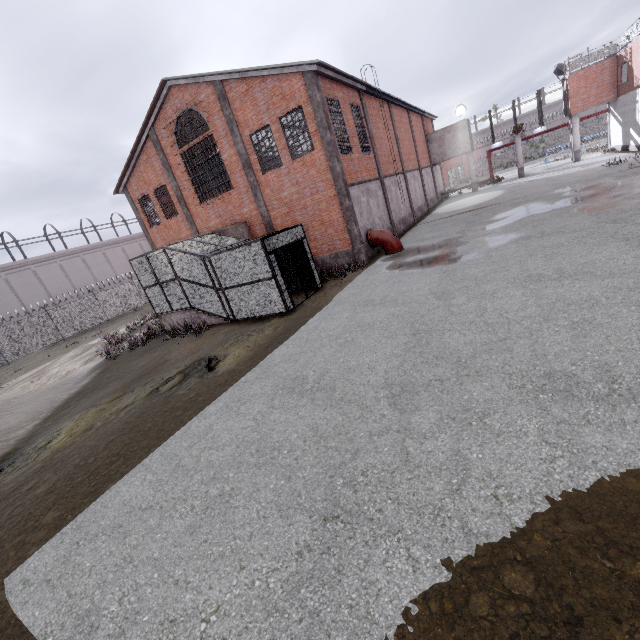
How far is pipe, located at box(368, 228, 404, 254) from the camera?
16.9m

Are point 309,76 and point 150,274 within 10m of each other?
no

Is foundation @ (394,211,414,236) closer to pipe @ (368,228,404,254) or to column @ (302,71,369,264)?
pipe @ (368,228,404,254)

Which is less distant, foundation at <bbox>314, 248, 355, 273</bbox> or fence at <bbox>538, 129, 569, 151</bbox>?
foundation at <bbox>314, 248, 355, 273</bbox>

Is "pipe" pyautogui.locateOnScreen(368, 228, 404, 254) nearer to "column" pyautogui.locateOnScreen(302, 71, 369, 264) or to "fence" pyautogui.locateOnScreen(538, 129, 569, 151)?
"column" pyautogui.locateOnScreen(302, 71, 369, 264)

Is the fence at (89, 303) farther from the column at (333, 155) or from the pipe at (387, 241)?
the pipe at (387, 241)

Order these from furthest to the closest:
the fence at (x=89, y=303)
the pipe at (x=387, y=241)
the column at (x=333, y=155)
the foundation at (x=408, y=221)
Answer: the fence at (x=89, y=303) → the foundation at (x=408, y=221) → the pipe at (x=387, y=241) → the column at (x=333, y=155)

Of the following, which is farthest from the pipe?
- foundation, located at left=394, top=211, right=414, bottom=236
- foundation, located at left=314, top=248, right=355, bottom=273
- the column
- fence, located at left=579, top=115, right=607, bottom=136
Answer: fence, located at left=579, top=115, right=607, bottom=136
